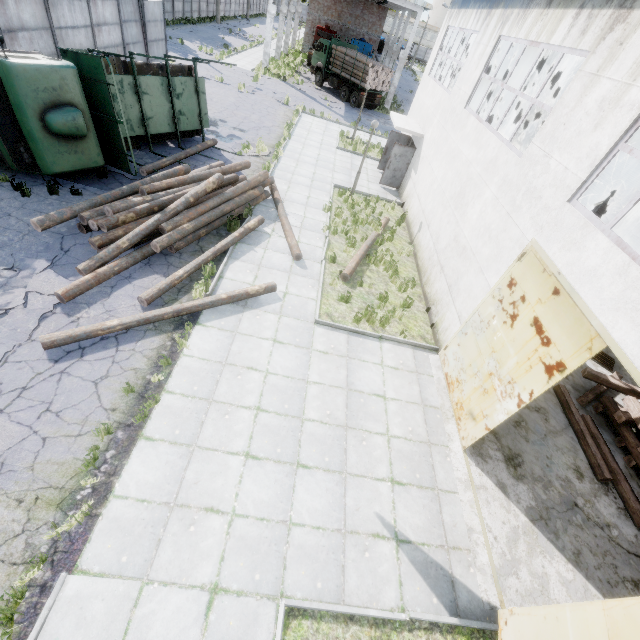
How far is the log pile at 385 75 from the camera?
27.8m

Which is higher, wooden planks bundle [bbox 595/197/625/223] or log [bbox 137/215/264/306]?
wooden planks bundle [bbox 595/197/625/223]

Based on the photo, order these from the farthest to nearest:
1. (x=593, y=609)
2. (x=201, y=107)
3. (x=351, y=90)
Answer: (x=351, y=90)
(x=201, y=107)
(x=593, y=609)

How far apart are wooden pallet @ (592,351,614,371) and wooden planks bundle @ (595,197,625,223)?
13.34m

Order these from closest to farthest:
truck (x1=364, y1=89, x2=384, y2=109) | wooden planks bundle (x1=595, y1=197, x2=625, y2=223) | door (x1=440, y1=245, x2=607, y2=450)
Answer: door (x1=440, y1=245, x2=607, y2=450) → wooden planks bundle (x1=595, y1=197, x2=625, y2=223) → truck (x1=364, y1=89, x2=384, y2=109)

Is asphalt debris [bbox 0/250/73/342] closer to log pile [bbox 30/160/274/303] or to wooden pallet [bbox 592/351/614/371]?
log pile [bbox 30/160/274/303]

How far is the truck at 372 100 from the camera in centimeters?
2950cm

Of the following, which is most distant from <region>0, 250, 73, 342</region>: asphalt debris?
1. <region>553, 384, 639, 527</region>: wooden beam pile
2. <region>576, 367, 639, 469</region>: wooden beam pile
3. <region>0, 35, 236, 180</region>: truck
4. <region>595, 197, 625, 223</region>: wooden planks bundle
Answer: <region>595, 197, 625, 223</region>: wooden planks bundle
